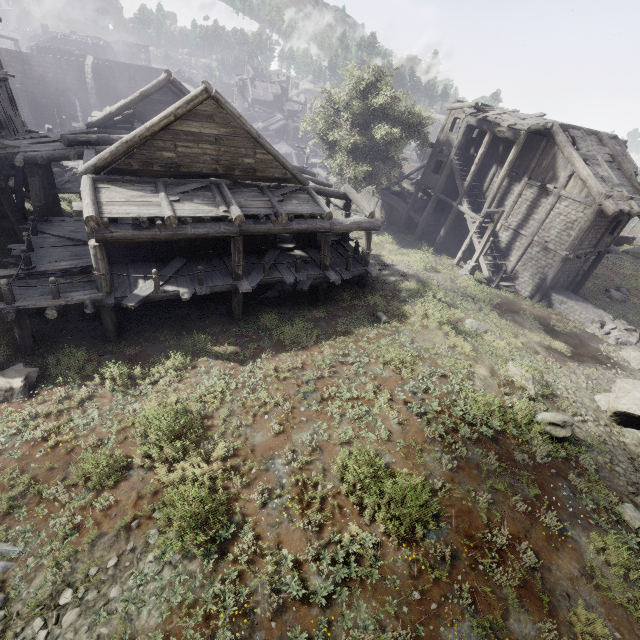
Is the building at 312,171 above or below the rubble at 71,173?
above

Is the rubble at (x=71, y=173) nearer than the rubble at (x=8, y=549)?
No

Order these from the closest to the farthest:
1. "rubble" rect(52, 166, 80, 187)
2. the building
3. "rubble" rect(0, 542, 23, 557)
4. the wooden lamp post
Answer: "rubble" rect(0, 542, 23, 557)
the building
the wooden lamp post
"rubble" rect(52, 166, 80, 187)

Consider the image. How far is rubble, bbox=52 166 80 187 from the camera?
24.5 meters

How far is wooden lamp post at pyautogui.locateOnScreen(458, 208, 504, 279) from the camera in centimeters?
1897cm

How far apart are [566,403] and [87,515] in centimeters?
1519cm

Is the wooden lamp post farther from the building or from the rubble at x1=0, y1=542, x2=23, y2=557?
the rubble at x1=0, y1=542, x2=23, y2=557

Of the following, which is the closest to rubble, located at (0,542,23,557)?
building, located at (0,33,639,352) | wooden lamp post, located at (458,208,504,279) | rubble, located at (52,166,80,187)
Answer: building, located at (0,33,639,352)
